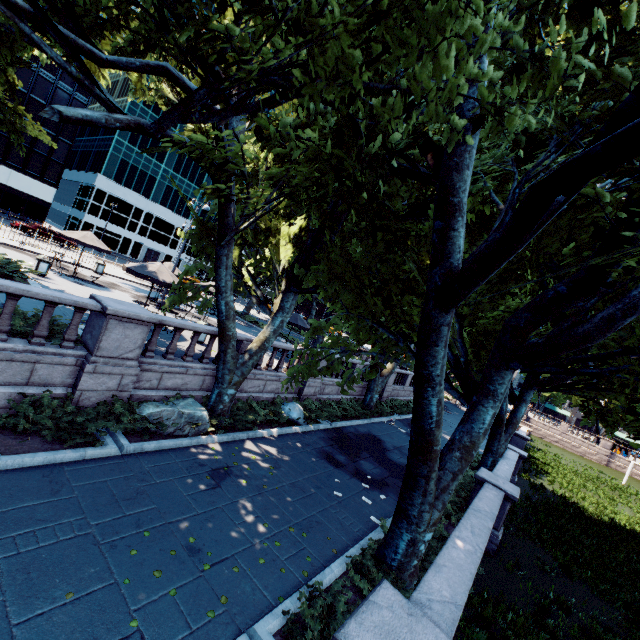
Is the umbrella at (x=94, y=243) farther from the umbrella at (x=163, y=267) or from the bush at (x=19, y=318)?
the bush at (x=19, y=318)

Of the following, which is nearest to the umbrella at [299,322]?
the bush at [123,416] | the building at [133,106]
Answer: the bush at [123,416]

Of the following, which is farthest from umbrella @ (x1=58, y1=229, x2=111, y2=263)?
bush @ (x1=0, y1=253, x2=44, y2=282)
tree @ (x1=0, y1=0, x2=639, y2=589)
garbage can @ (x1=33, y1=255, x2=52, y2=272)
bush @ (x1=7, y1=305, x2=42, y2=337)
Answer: bush @ (x1=7, y1=305, x2=42, y2=337)

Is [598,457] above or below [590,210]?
below

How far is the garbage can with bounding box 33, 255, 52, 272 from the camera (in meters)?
16.41

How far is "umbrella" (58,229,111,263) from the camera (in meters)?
18.41

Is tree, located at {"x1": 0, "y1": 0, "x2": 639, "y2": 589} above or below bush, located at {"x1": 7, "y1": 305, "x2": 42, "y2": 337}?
above

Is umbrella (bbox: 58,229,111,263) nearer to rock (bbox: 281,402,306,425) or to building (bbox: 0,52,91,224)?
rock (bbox: 281,402,306,425)
